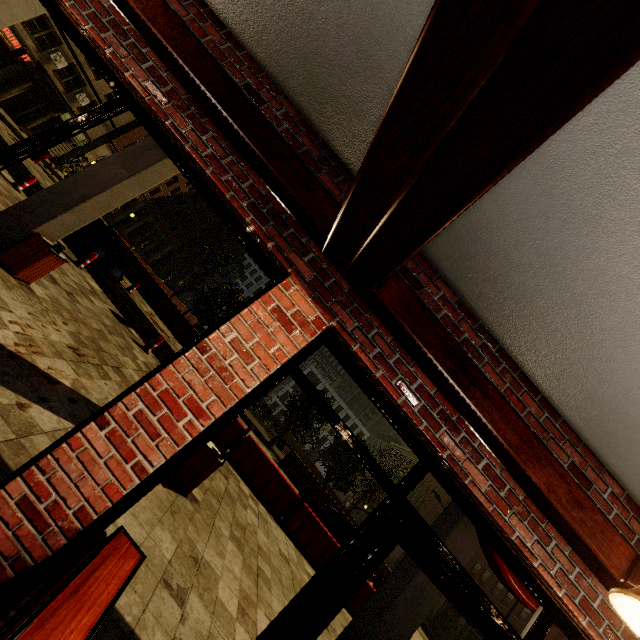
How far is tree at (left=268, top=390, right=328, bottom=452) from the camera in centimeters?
2447cm

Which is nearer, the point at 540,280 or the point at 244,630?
the point at 540,280

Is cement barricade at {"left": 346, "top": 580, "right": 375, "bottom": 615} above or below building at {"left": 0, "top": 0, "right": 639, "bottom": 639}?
below

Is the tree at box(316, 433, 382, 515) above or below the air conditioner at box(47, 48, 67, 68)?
below

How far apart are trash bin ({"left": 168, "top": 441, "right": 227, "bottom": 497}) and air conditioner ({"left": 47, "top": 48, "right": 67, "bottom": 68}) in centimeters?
3956cm

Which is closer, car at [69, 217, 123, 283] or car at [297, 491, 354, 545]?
car at [69, 217, 123, 283]

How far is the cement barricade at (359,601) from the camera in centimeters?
995cm

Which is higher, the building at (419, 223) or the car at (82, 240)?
→ the building at (419, 223)
